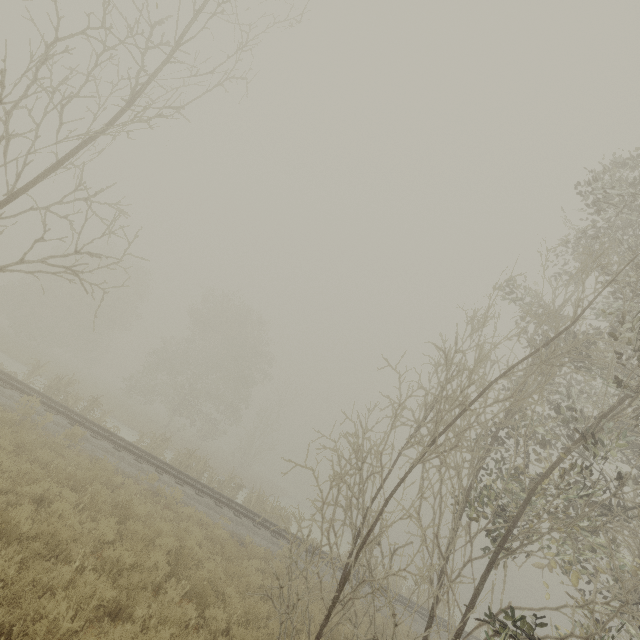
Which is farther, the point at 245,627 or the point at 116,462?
the point at 116,462

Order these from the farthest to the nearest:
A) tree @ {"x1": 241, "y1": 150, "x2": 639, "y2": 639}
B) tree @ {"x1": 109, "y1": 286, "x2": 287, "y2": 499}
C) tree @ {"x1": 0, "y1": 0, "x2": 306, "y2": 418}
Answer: tree @ {"x1": 109, "y1": 286, "x2": 287, "y2": 499}, tree @ {"x1": 0, "y1": 0, "x2": 306, "y2": 418}, tree @ {"x1": 241, "y1": 150, "x2": 639, "y2": 639}

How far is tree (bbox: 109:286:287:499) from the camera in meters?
20.2 m

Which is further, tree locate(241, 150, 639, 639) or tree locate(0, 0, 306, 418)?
tree locate(0, 0, 306, 418)

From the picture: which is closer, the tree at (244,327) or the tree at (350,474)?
the tree at (350,474)

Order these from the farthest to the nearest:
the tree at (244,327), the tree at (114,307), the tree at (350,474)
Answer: the tree at (244,327)
the tree at (114,307)
the tree at (350,474)

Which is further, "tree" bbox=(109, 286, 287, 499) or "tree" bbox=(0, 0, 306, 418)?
"tree" bbox=(109, 286, 287, 499)
